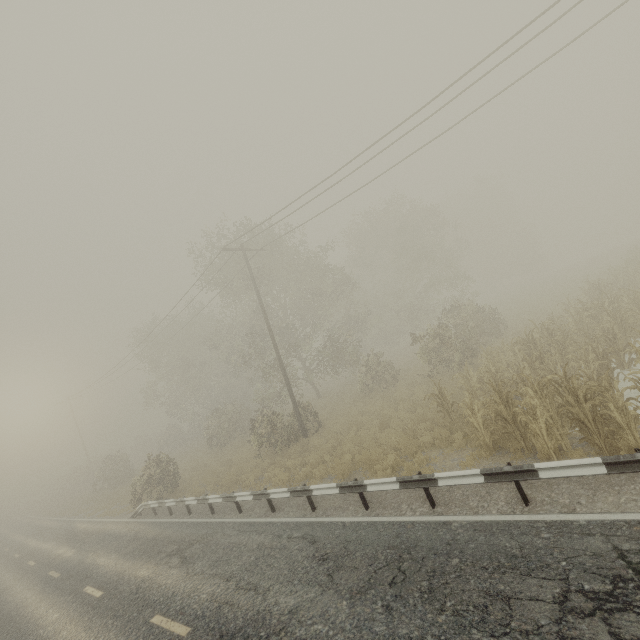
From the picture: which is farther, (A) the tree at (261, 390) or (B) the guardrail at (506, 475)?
(A) the tree at (261, 390)

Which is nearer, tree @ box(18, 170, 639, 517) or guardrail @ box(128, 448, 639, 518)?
guardrail @ box(128, 448, 639, 518)

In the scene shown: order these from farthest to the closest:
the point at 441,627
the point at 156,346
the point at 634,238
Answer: the point at 634,238
the point at 156,346
the point at 441,627
